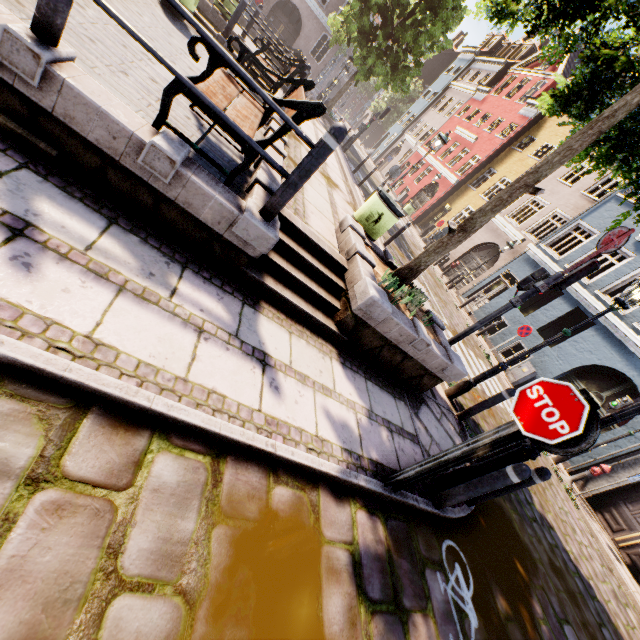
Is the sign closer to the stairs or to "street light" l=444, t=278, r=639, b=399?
"street light" l=444, t=278, r=639, b=399

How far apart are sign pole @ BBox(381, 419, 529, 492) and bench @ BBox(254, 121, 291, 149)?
3.16m

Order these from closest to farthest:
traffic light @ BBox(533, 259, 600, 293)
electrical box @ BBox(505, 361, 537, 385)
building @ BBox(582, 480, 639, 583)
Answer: traffic light @ BBox(533, 259, 600, 293) < building @ BBox(582, 480, 639, 583) < electrical box @ BBox(505, 361, 537, 385)

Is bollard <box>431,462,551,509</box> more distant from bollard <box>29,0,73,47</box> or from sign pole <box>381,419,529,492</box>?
bollard <box>29,0,73,47</box>

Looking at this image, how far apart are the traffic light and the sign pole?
4.6 meters

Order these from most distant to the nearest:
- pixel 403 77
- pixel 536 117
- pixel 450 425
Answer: pixel 536 117
pixel 403 77
pixel 450 425

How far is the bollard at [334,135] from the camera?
2.8m

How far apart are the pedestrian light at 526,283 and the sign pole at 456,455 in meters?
4.6 m
